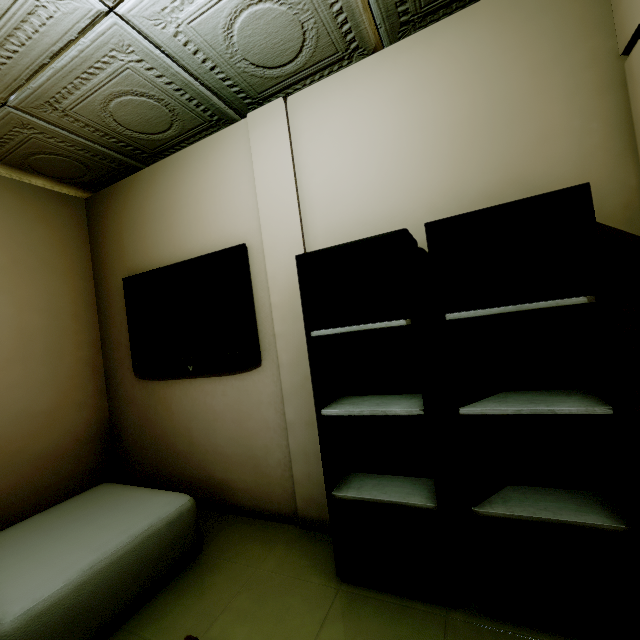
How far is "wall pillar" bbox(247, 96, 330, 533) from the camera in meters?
2.0

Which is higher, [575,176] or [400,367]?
[575,176]

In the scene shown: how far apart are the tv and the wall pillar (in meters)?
0.11

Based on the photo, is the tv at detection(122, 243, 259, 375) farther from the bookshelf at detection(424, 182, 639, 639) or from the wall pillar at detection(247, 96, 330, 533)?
the bookshelf at detection(424, 182, 639, 639)

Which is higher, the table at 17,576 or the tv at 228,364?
the tv at 228,364

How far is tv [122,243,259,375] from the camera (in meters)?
2.23

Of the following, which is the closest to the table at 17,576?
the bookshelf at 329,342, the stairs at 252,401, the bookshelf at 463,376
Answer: the stairs at 252,401

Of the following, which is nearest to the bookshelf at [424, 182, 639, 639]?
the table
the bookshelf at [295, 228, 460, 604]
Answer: the bookshelf at [295, 228, 460, 604]
